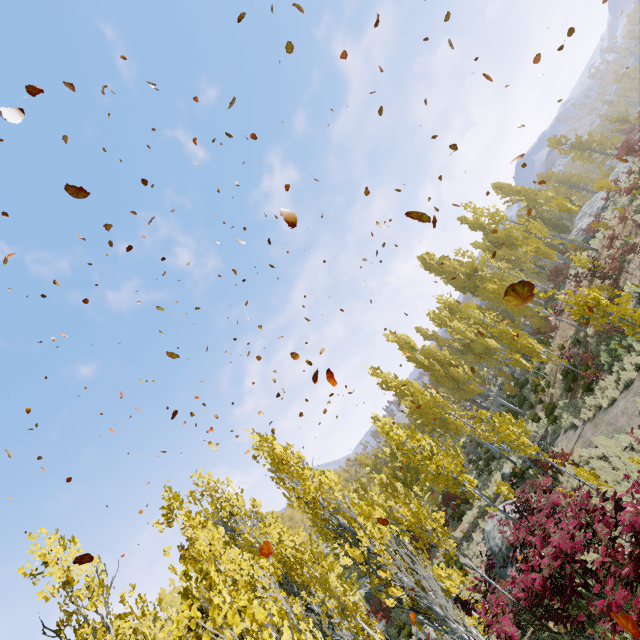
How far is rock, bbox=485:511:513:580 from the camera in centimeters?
1475cm

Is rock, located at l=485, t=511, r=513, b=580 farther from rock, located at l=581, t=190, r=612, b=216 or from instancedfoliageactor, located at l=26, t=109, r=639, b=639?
rock, located at l=581, t=190, r=612, b=216

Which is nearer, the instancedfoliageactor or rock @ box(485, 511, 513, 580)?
the instancedfoliageactor

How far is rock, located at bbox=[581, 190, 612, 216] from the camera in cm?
2642

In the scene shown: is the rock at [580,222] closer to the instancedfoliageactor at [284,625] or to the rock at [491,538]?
the instancedfoliageactor at [284,625]

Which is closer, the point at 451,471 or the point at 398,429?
the point at 451,471

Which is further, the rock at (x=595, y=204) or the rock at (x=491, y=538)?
the rock at (x=595, y=204)
